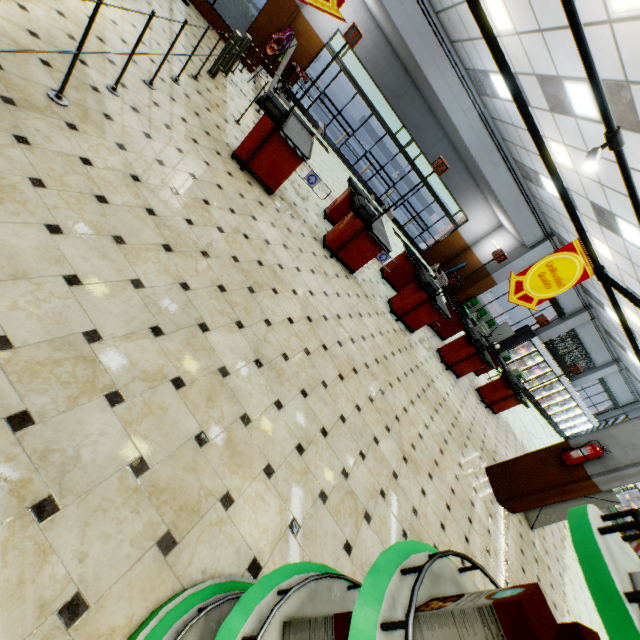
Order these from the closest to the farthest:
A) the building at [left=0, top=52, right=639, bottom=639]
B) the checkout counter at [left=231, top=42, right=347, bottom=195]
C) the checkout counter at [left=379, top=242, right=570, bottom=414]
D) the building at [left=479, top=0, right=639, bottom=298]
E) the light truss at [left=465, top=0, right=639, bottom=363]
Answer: the building at [left=0, top=52, right=639, bottom=639] < the light truss at [left=465, top=0, right=639, bottom=363] < the checkout counter at [left=231, top=42, right=347, bottom=195] < the building at [left=479, top=0, right=639, bottom=298] < the checkout counter at [left=379, top=242, right=570, bottom=414]

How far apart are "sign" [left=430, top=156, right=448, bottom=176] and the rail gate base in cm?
190

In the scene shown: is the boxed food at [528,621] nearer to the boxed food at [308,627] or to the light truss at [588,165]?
the boxed food at [308,627]

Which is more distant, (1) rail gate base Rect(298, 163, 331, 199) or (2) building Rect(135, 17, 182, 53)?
(1) rail gate base Rect(298, 163, 331, 199)

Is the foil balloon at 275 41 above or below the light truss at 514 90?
below

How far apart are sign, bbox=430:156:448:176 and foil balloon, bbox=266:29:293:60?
6.75m

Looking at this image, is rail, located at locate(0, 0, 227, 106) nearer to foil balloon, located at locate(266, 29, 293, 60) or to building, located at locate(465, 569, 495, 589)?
building, located at locate(465, 569, 495, 589)

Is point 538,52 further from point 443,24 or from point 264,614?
point 264,614
